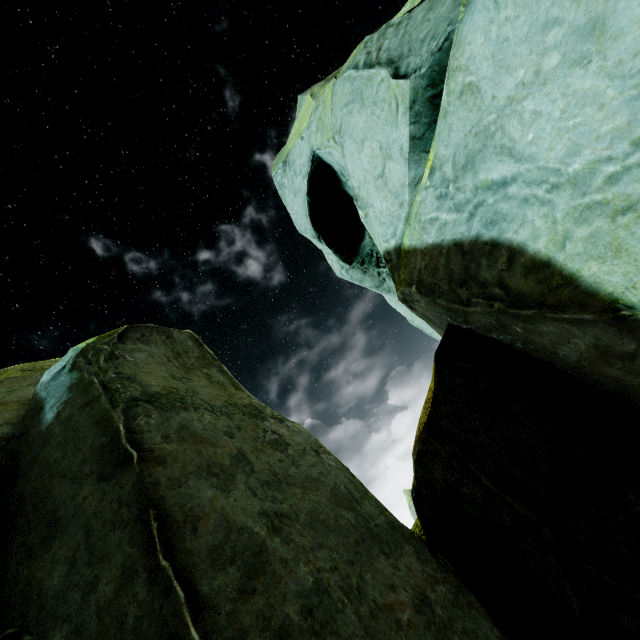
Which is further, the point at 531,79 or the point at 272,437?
the point at 272,437
